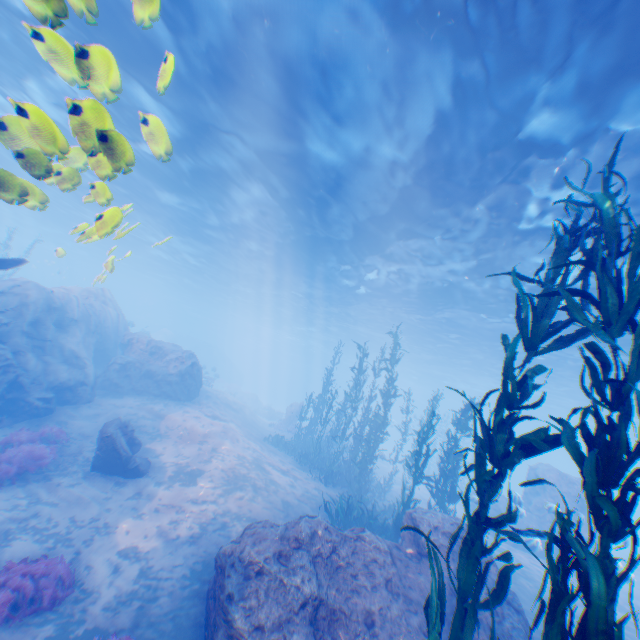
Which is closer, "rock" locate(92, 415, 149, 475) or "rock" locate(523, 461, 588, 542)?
"rock" locate(92, 415, 149, 475)

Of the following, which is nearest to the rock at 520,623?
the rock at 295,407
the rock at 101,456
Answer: the rock at 101,456

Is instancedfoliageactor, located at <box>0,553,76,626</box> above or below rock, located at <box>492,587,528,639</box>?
below

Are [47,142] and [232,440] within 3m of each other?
no

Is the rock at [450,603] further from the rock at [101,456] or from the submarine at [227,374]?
the rock at [101,456]

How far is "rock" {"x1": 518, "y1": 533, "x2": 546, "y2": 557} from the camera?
12.6 meters

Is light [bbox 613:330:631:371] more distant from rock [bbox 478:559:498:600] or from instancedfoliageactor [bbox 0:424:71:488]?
instancedfoliageactor [bbox 0:424:71:488]

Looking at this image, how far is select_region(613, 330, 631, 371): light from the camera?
18.23m
